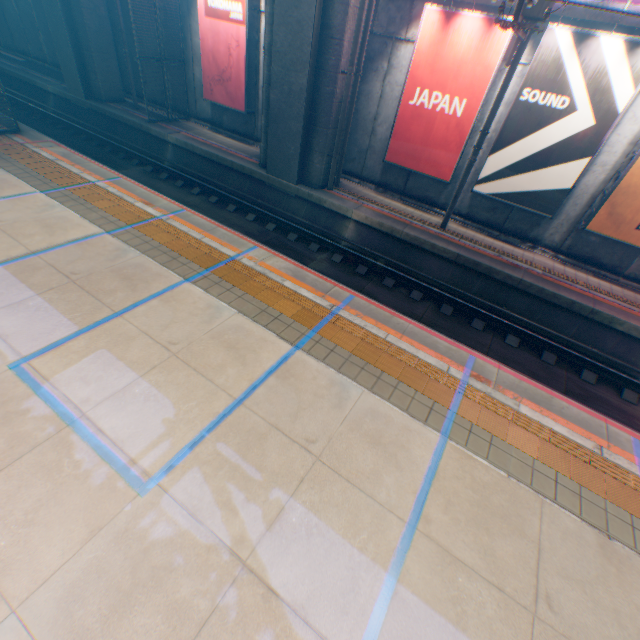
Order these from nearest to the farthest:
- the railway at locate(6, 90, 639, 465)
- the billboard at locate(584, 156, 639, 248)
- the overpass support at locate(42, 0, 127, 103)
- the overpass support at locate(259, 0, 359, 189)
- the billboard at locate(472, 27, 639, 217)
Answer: the railway at locate(6, 90, 639, 465) < the billboard at locate(472, 27, 639, 217) < the billboard at locate(584, 156, 639, 248) < the overpass support at locate(259, 0, 359, 189) < the overpass support at locate(42, 0, 127, 103)

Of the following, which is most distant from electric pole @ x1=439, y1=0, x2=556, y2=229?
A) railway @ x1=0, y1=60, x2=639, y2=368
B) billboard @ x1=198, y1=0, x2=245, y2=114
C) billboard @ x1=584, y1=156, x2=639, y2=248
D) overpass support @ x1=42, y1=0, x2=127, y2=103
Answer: billboard @ x1=198, y1=0, x2=245, y2=114

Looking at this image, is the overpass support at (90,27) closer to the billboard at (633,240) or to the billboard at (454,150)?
the billboard at (454,150)

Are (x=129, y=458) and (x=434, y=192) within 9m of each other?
no

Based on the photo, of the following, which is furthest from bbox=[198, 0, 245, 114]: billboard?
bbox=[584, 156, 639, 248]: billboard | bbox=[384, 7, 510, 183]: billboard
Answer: bbox=[584, 156, 639, 248]: billboard

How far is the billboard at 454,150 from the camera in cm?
930

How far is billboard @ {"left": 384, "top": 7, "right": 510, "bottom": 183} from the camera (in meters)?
9.30
